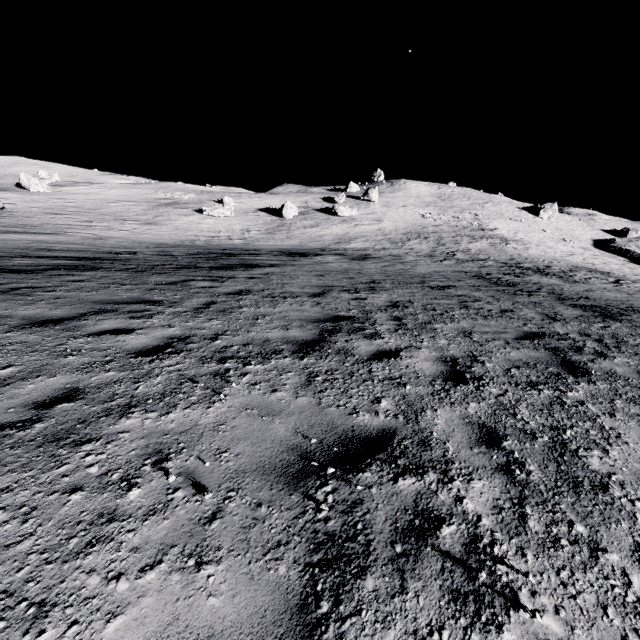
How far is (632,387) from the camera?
4.47m

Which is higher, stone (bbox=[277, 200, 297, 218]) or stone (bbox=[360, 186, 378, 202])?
stone (bbox=[360, 186, 378, 202])

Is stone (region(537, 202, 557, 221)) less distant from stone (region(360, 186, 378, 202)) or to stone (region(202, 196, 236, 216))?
stone (region(360, 186, 378, 202))

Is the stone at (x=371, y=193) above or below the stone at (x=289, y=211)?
above

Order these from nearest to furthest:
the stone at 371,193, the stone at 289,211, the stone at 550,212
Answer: the stone at 289,211 → the stone at 371,193 → the stone at 550,212

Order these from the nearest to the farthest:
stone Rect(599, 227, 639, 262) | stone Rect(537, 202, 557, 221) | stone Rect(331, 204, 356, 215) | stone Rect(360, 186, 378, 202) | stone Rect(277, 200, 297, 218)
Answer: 1. stone Rect(277, 200, 297, 218)
2. stone Rect(331, 204, 356, 215)
3. stone Rect(599, 227, 639, 262)
4. stone Rect(360, 186, 378, 202)
5. stone Rect(537, 202, 557, 221)

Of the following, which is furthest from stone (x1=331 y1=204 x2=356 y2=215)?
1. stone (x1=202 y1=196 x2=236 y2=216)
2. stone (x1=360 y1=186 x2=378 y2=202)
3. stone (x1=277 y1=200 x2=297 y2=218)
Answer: stone (x1=202 y1=196 x2=236 y2=216)
